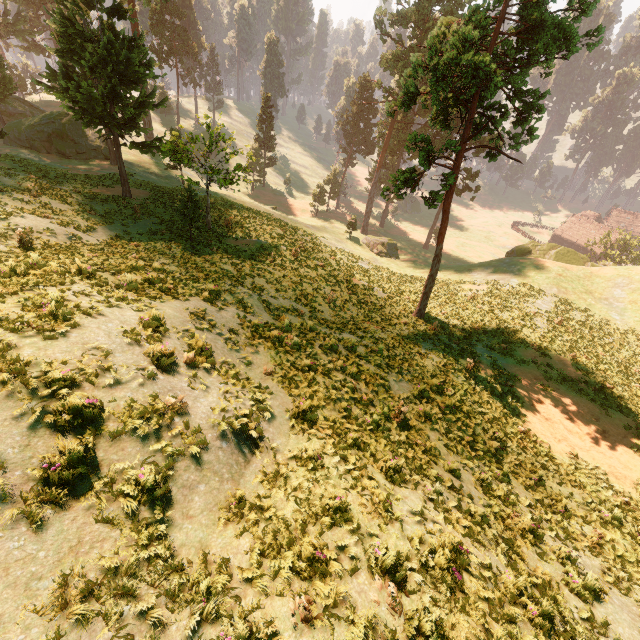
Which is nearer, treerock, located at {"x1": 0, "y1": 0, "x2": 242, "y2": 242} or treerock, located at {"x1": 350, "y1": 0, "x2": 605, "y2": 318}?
treerock, located at {"x1": 350, "y1": 0, "x2": 605, "y2": 318}

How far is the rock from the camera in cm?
3894

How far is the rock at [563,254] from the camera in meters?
38.9

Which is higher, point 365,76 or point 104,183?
point 365,76

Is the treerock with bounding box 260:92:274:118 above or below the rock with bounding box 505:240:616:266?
above

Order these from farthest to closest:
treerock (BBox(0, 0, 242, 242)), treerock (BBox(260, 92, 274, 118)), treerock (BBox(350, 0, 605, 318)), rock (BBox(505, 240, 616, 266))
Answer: treerock (BBox(260, 92, 274, 118)), rock (BBox(505, 240, 616, 266)), treerock (BBox(0, 0, 242, 242)), treerock (BBox(350, 0, 605, 318))

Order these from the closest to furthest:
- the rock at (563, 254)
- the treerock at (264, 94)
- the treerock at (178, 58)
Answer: the treerock at (178, 58) → the rock at (563, 254) → the treerock at (264, 94)
